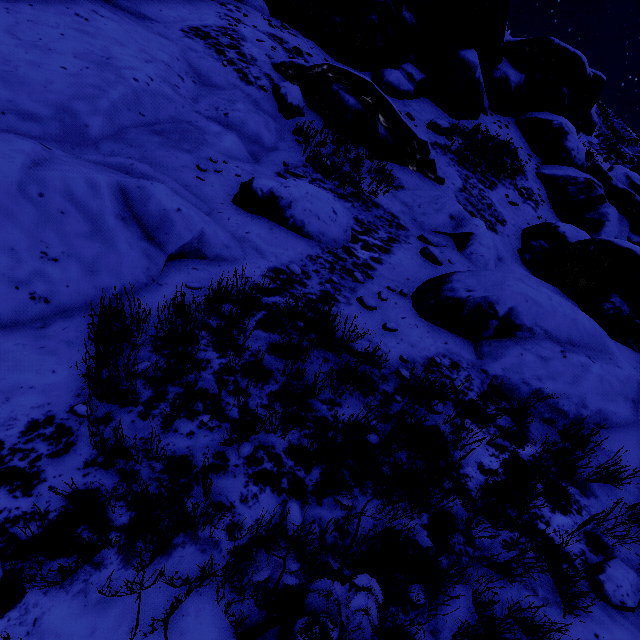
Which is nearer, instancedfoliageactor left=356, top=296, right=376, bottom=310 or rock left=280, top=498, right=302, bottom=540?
rock left=280, top=498, right=302, bottom=540

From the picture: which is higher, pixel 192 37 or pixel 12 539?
pixel 192 37

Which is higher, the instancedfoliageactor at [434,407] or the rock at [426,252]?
the rock at [426,252]

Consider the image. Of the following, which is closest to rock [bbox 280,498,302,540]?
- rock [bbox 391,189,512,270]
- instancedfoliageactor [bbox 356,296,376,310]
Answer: instancedfoliageactor [bbox 356,296,376,310]

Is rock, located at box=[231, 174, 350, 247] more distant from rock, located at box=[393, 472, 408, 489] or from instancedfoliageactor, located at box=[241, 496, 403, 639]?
instancedfoliageactor, located at box=[241, 496, 403, 639]

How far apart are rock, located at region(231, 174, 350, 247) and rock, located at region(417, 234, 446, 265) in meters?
1.4 m

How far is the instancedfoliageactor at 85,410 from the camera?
1.9 meters

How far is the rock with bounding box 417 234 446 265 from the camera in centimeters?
604cm
